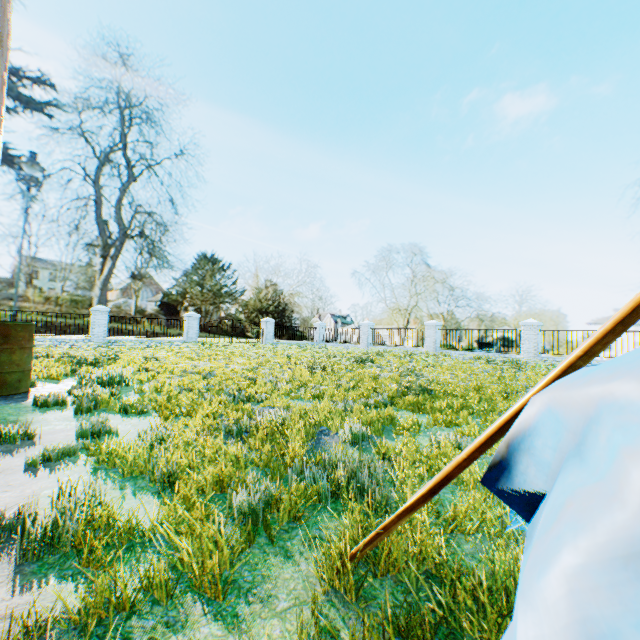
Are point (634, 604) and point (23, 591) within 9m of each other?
yes

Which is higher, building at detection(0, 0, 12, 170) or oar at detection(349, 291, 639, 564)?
building at detection(0, 0, 12, 170)

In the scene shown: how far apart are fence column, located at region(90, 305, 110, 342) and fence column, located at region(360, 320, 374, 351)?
16.8 meters

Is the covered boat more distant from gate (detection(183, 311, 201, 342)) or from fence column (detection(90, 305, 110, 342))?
gate (detection(183, 311, 201, 342))

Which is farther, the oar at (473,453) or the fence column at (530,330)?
the fence column at (530,330)

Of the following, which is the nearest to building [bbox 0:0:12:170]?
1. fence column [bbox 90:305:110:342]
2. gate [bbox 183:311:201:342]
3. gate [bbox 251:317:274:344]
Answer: fence column [bbox 90:305:110:342]

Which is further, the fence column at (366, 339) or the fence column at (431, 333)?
the fence column at (366, 339)

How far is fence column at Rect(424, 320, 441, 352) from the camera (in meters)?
20.69
